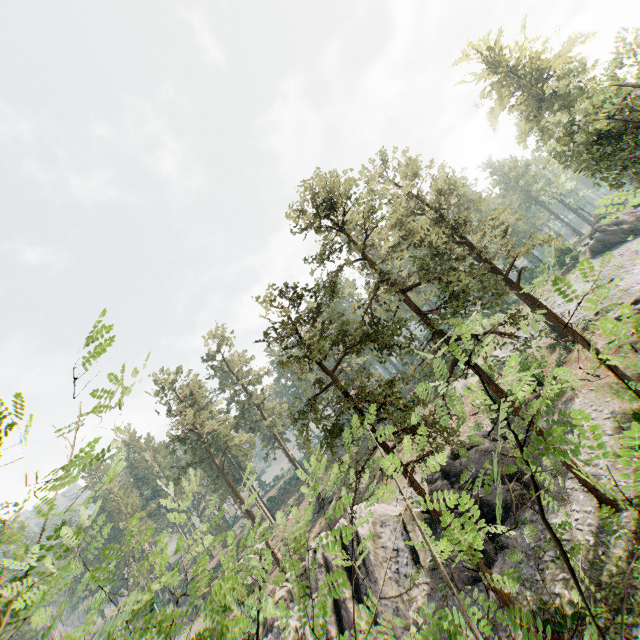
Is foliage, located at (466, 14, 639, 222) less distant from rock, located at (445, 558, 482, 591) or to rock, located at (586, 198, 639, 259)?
rock, located at (586, 198, 639, 259)

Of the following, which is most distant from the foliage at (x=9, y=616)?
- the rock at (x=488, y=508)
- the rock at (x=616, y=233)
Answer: the rock at (x=488, y=508)

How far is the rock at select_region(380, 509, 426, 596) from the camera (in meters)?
21.75

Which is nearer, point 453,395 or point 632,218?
point 453,395

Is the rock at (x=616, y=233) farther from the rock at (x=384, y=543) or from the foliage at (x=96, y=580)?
the rock at (x=384, y=543)

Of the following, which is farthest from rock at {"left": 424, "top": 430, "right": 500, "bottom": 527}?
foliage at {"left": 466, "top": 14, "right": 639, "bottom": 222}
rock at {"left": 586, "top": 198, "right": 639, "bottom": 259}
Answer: rock at {"left": 586, "top": 198, "right": 639, "bottom": 259}
